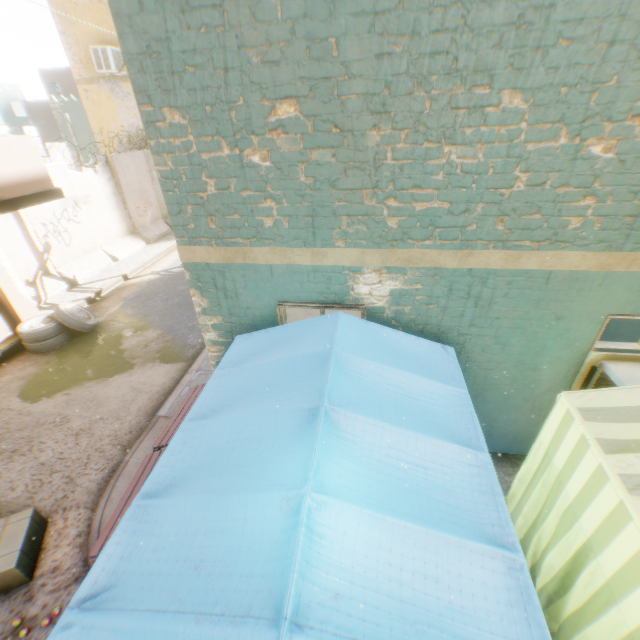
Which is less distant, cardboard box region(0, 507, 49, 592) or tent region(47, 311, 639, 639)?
tent region(47, 311, 639, 639)

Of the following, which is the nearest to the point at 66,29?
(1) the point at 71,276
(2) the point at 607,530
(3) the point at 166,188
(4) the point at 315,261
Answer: (1) the point at 71,276

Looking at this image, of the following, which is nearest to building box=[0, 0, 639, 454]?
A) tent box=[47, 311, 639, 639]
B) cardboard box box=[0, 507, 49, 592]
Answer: tent box=[47, 311, 639, 639]

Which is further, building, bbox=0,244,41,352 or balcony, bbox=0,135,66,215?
building, bbox=0,244,41,352

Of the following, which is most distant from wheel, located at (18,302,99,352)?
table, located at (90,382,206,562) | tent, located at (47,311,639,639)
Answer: table, located at (90,382,206,562)

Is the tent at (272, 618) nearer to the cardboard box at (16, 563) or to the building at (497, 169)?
the building at (497, 169)

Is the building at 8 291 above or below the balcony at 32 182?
below

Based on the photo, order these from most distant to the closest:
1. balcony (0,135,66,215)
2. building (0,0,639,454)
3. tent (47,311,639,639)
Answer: balcony (0,135,66,215), building (0,0,639,454), tent (47,311,639,639)
